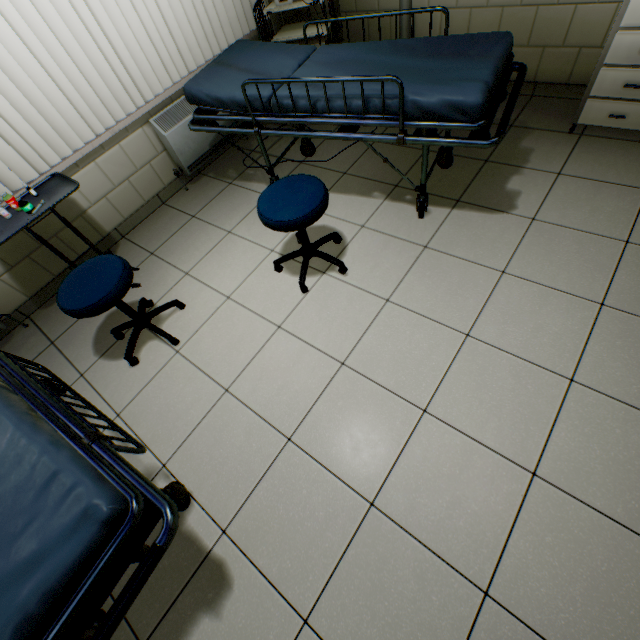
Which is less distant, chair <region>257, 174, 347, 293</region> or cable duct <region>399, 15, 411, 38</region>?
chair <region>257, 174, 347, 293</region>

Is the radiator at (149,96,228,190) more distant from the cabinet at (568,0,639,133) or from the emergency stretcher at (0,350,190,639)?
the cabinet at (568,0,639,133)

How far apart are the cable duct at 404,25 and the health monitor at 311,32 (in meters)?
0.55

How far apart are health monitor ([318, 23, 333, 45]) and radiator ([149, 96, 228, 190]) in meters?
0.7

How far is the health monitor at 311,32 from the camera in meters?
2.9 m

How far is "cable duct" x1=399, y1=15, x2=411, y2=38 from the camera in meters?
2.9

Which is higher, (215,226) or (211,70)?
(211,70)

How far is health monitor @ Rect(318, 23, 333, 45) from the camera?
2.8 meters
